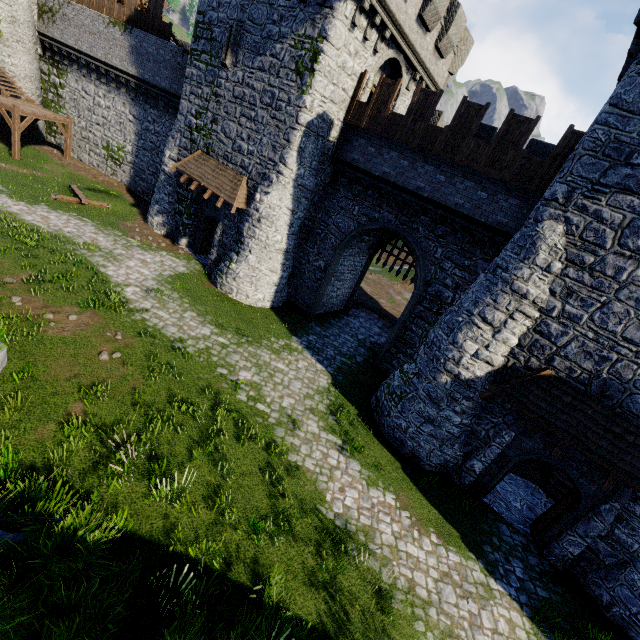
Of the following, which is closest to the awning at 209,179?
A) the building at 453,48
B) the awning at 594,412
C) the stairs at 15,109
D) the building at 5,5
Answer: the building at 453,48

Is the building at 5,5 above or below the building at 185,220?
above

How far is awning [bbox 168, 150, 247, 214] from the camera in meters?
16.2

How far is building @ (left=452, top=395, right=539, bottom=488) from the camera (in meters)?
10.77

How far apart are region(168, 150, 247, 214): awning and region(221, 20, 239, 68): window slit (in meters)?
4.08

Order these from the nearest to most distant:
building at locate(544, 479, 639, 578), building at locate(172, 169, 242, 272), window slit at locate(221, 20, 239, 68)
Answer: building at locate(544, 479, 639, 578)
window slit at locate(221, 20, 239, 68)
building at locate(172, 169, 242, 272)

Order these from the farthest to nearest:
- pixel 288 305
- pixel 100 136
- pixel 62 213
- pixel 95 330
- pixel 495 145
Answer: pixel 100 136
pixel 288 305
pixel 62 213
pixel 495 145
pixel 95 330

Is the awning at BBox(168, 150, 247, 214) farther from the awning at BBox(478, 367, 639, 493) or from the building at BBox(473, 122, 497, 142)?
the awning at BBox(478, 367, 639, 493)
